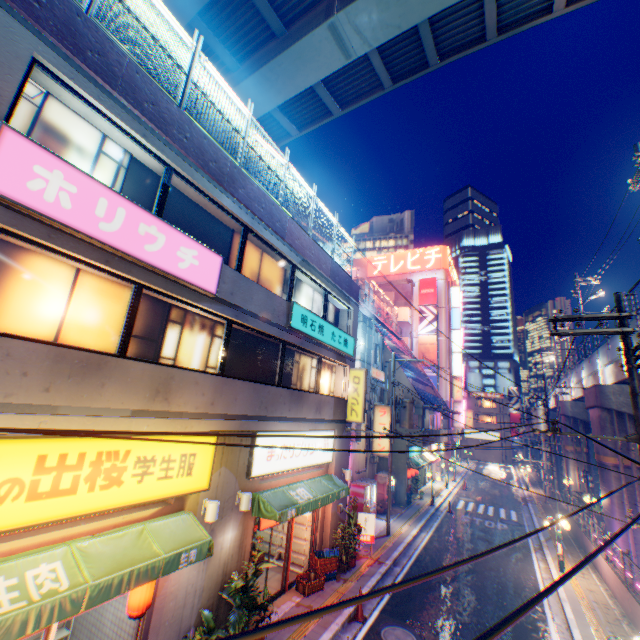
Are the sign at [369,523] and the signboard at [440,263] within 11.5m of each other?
no

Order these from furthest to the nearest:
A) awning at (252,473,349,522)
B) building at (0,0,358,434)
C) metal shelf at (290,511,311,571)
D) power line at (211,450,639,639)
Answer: metal shelf at (290,511,311,571) → awning at (252,473,349,522) → building at (0,0,358,434) → power line at (211,450,639,639)

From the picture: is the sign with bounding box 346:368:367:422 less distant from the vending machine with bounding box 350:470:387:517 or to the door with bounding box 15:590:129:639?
the vending machine with bounding box 350:470:387:517

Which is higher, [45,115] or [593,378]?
[45,115]

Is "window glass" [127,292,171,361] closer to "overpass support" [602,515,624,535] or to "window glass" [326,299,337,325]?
"window glass" [326,299,337,325]

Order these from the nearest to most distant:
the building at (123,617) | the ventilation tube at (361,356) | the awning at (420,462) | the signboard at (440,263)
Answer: the building at (123,617), the ventilation tube at (361,356), the awning at (420,462), the signboard at (440,263)

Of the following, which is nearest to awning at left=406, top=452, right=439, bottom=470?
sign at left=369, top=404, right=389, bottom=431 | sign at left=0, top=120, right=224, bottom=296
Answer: sign at left=369, top=404, right=389, bottom=431

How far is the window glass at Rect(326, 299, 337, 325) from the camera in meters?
15.5
